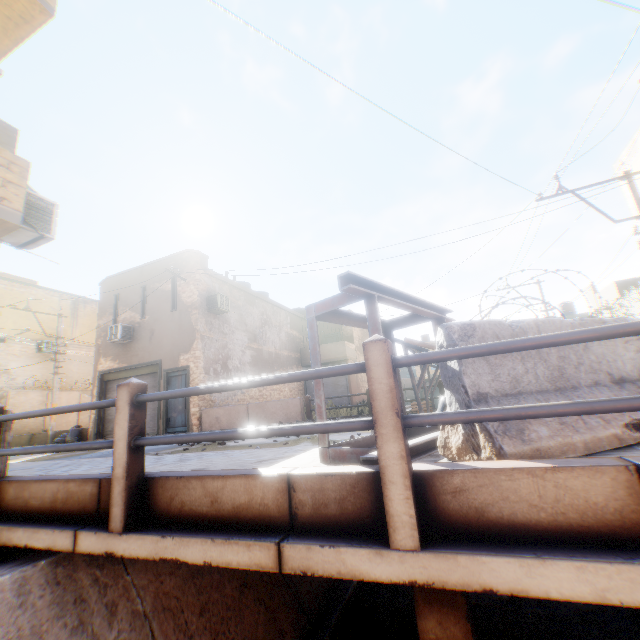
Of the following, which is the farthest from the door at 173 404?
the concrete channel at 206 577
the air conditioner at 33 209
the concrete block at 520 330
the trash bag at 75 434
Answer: the concrete block at 520 330

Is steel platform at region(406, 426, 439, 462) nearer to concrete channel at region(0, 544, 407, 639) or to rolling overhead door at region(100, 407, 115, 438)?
concrete channel at region(0, 544, 407, 639)

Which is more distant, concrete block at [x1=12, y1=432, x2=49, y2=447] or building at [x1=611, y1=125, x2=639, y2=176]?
concrete block at [x1=12, y1=432, x2=49, y2=447]

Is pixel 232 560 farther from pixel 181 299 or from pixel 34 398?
pixel 34 398

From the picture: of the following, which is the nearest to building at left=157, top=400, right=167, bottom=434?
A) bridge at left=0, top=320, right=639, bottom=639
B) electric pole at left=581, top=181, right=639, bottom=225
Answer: bridge at left=0, top=320, right=639, bottom=639

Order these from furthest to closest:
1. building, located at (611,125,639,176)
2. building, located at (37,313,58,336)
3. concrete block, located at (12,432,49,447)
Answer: building, located at (37,313,58,336) < concrete block, located at (12,432,49,447) < building, located at (611,125,639,176)

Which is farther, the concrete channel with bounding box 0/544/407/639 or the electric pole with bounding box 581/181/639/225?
the electric pole with bounding box 581/181/639/225

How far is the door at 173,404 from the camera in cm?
1397
